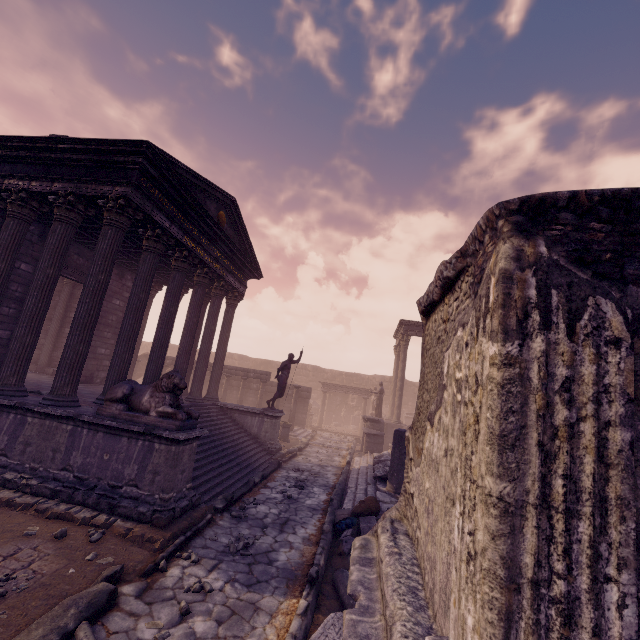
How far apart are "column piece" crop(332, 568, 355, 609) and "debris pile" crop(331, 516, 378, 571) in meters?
0.0

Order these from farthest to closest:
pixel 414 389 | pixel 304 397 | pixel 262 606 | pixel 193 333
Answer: pixel 414 389
pixel 304 397
pixel 193 333
pixel 262 606

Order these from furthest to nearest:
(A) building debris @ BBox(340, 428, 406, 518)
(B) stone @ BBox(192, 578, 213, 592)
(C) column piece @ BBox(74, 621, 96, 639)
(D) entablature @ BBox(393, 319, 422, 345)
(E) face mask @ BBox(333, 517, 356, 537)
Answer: (D) entablature @ BBox(393, 319, 422, 345), (A) building debris @ BBox(340, 428, 406, 518), (E) face mask @ BBox(333, 517, 356, 537), (B) stone @ BBox(192, 578, 213, 592), (C) column piece @ BBox(74, 621, 96, 639)

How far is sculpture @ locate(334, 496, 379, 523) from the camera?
7.3 meters

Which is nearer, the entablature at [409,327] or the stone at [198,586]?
the stone at [198,586]

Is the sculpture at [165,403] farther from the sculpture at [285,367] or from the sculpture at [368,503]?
the sculpture at [285,367]

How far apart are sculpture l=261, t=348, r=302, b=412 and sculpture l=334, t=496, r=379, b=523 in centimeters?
561cm

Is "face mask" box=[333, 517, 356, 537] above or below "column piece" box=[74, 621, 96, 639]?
above
